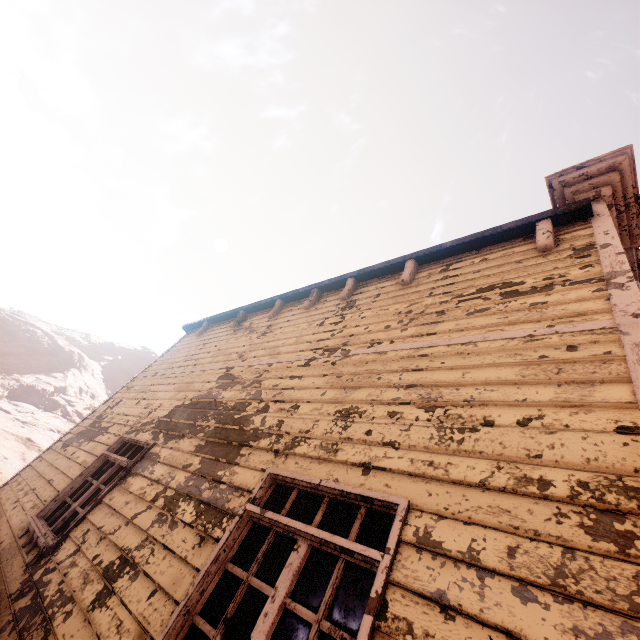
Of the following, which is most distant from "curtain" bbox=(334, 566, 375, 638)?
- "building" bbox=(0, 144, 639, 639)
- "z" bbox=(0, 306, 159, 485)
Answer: "z" bbox=(0, 306, 159, 485)

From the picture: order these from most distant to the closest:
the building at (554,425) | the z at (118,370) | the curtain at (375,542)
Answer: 1. the z at (118,370)
2. the curtain at (375,542)
3. the building at (554,425)

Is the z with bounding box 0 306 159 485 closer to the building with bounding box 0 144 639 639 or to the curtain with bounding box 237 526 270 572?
the building with bounding box 0 144 639 639

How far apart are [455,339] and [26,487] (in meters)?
7.84

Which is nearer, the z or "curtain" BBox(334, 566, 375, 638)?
"curtain" BBox(334, 566, 375, 638)

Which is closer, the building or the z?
the building

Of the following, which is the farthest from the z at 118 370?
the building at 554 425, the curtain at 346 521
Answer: the curtain at 346 521

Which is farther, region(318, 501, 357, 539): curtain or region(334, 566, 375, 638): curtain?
region(318, 501, 357, 539): curtain
